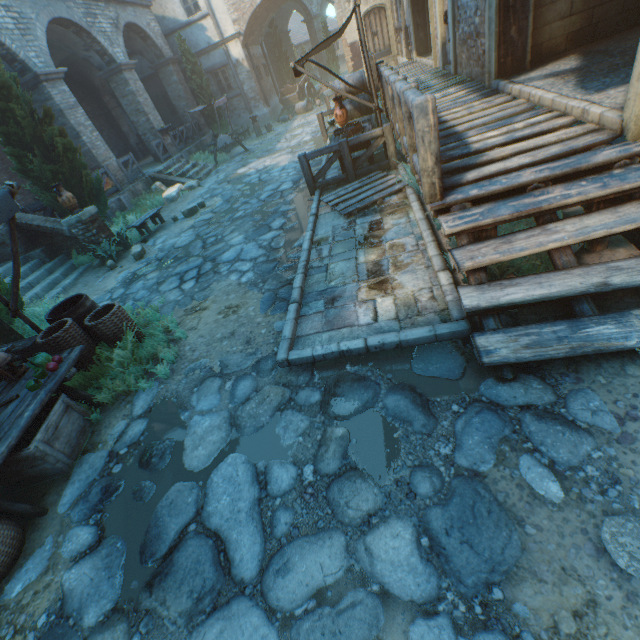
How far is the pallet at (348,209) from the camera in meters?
6.3

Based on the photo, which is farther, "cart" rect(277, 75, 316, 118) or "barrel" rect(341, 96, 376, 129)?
"cart" rect(277, 75, 316, 118)

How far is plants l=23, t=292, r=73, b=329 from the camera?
6.6m

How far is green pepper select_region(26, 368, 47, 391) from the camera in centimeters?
370cm

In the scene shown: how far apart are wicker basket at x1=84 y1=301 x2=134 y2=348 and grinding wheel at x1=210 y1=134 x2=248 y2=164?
13.8 meters

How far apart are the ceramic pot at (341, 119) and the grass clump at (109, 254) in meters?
6.5 m

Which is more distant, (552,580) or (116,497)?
(116,497)

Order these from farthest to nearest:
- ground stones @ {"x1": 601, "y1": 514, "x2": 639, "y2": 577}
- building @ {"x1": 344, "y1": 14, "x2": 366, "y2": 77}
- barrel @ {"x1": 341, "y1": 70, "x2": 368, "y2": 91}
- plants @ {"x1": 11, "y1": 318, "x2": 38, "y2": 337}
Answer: building @ {"x1": 344, "y1": 14, "x2": 366, "y2": 77} < barrel @ {"x1": 341, "y1": 70, "x2": 368, "y2": 91} < plants @ {"x1": 11, "y1": 318, "x2": 38, "y2": 337} < ground stones @ {"x1": 601, "y1": 514, "x2": 639, "y2": 577}
